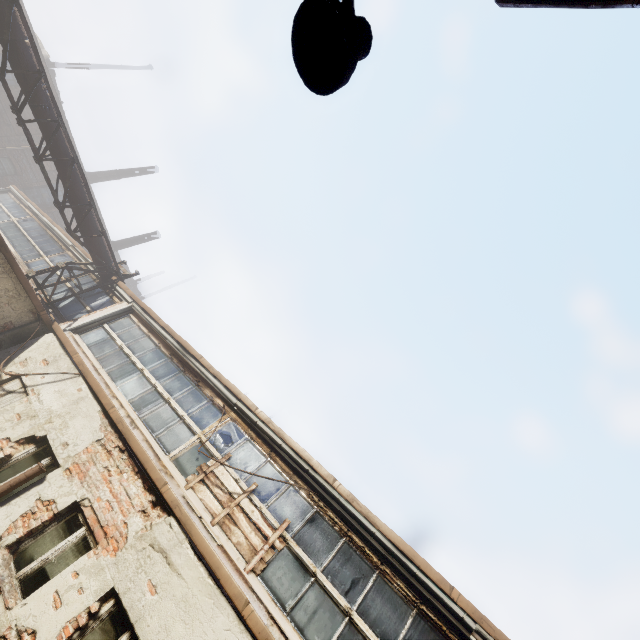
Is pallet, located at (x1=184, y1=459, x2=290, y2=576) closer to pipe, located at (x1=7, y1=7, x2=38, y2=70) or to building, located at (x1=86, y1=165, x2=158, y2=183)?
pipe, located at (x1=7, y1=7, x2=38, y2=70)

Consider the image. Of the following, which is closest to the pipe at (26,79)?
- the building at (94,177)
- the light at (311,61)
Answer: the light at (311,61)

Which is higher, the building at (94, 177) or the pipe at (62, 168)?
the building at (94, 177)

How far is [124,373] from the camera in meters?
9.0

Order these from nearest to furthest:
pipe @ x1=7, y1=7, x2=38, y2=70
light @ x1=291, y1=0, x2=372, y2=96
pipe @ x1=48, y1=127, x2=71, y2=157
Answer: light @ x1=291, y1=0, x2=372, y2=96 → pipe @ x1=7, y1=7, x2=38, y2=70 → pipe @ x1=48, y1=127, x2=71, y2=157

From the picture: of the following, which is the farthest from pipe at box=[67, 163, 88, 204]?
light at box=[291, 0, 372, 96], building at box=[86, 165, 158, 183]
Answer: building at box=[86, 165, 158, 183]

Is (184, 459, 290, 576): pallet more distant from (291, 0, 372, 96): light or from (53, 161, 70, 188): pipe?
(291, 0, 372, 96): light

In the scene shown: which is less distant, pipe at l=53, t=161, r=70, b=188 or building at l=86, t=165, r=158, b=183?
pipe at l=53, t=161, r=70, b=188
